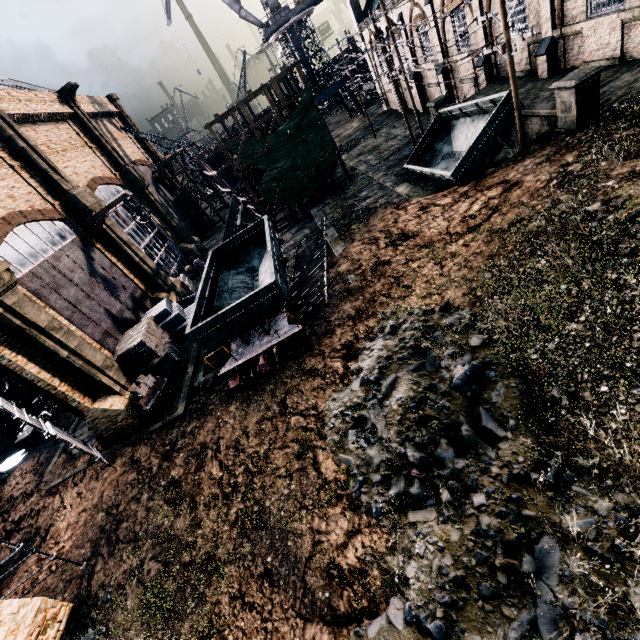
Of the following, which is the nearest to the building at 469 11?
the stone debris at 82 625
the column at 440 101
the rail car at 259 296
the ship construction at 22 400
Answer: the stone debris at 82 625

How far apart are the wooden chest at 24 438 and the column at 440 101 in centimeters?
3716cm

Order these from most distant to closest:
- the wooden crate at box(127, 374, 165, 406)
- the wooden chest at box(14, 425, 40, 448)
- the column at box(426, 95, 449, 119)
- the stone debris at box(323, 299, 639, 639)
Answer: the wooden chest at box(14, 425, 40, 448) < the column at box(426, 95, 449, 119) < the wooden crate at box(127, 374, 165, 406) < the stone debris at box(323, 299, 639, 639)

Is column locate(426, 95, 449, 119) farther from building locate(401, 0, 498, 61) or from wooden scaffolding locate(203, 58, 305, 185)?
wooden scaffolding locate(203, 58, 305, 185)

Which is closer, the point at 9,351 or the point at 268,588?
the point at 268,588

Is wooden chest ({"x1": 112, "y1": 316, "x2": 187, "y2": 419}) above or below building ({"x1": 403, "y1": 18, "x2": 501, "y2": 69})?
below

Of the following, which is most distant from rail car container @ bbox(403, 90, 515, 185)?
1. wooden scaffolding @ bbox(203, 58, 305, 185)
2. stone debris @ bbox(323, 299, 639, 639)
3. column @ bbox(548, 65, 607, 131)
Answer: wooden scaffolding @ bbox(203, 58, 305, 185)

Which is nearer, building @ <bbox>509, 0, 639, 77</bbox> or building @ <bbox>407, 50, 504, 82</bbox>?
building @ <bbox>509, 0, 639, 77</bbox>
